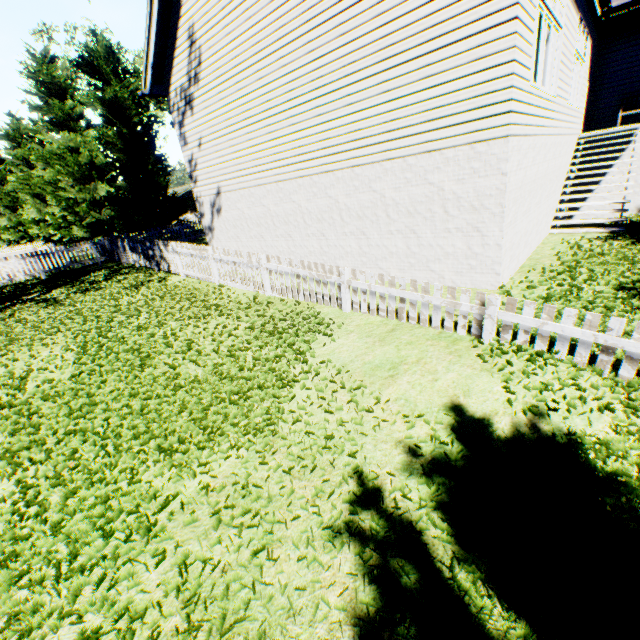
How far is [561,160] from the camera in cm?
970
